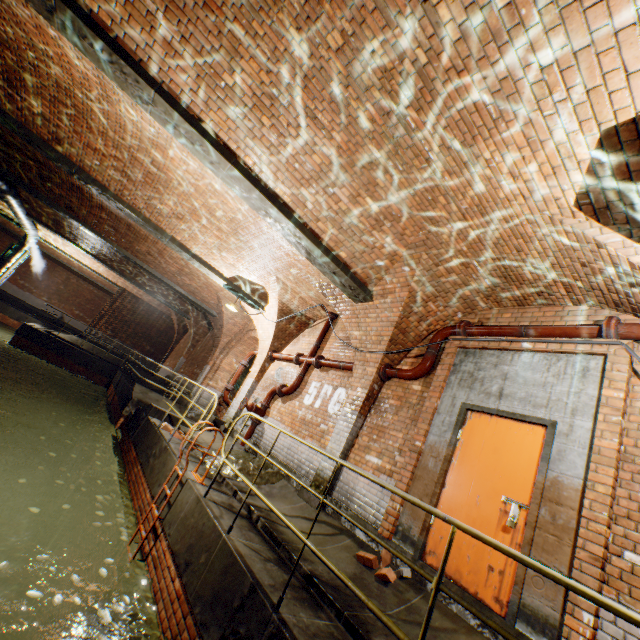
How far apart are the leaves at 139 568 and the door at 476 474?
2.87m

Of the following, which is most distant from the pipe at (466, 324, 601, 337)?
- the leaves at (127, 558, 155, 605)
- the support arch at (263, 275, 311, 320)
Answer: the leaves at (127, 558, 155, 605)

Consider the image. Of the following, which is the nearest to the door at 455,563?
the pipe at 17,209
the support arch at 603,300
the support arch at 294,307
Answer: the support arch at 603,300

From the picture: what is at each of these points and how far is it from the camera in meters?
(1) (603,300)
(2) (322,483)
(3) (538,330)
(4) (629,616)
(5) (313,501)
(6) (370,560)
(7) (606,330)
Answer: (1) support arch, 4.3 m
(2) support arch, 5.9 m
(3) pipe, 4.7 m
(4) railing, 1.5 m
(5) support arch, 5.7 m
(6) bricks, 4.1 m
(7) pipe end, 4.0 m

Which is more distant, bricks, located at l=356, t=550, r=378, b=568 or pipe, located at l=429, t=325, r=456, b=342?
→ pipe, located at l=429, t=325, r=456, b=342

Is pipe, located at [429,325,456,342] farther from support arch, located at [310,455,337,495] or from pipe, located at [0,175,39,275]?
pipe, located at [0,175,39,275]

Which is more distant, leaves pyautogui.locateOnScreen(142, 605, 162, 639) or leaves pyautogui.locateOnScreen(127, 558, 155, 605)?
leaves pyautogui.locateOnScreen(127, 558, 155, 605)

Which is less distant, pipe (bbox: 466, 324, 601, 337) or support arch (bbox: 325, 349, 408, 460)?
pipe (bbox: 466, 324, 601, 337)
